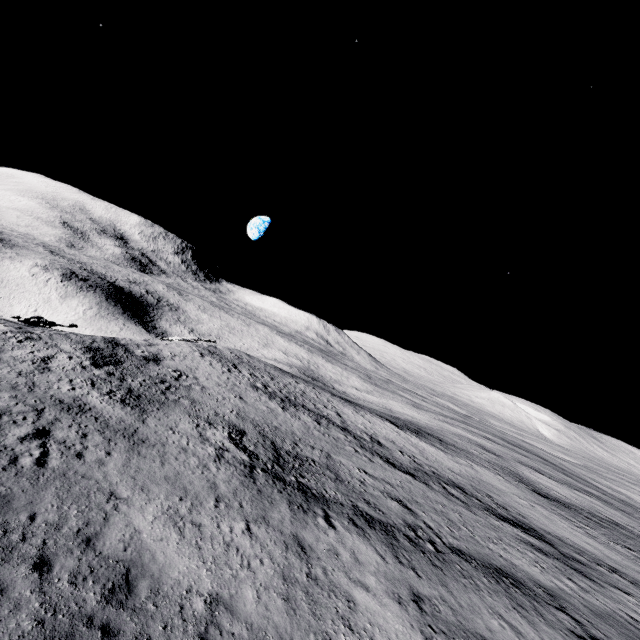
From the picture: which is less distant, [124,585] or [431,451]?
[124,585]
